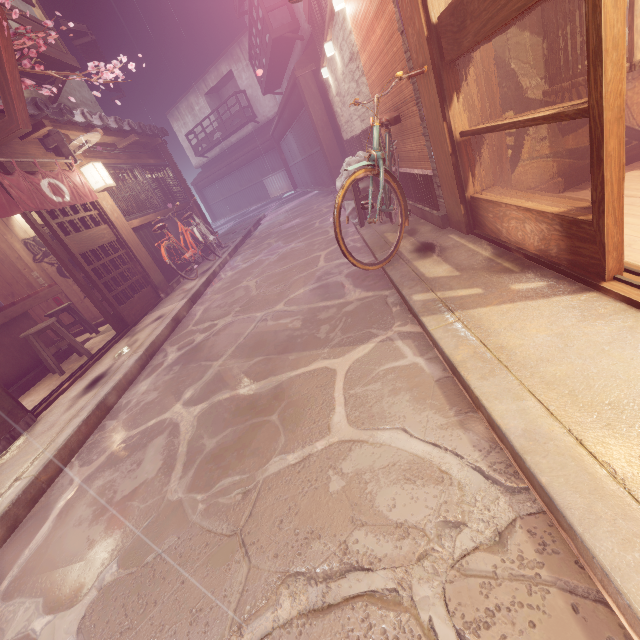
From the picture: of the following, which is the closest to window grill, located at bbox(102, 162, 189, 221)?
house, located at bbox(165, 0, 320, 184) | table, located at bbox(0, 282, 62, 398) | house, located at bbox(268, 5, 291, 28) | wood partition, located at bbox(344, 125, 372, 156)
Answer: table, located at bbox(0, 282, 62, 398)

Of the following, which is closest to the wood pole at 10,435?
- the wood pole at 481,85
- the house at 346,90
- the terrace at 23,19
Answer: the terrace at 23,19

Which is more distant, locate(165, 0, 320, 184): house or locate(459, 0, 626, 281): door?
locate(165, 0, 320, 184): house

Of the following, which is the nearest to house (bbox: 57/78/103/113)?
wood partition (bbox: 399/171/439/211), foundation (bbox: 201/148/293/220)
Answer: foundation (bbox: 201/148/293/220)

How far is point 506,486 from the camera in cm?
229

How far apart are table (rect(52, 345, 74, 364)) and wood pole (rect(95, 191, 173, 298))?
2.98m

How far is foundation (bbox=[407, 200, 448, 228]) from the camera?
6.3 meters

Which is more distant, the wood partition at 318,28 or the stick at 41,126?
the wood partition at 318,28
